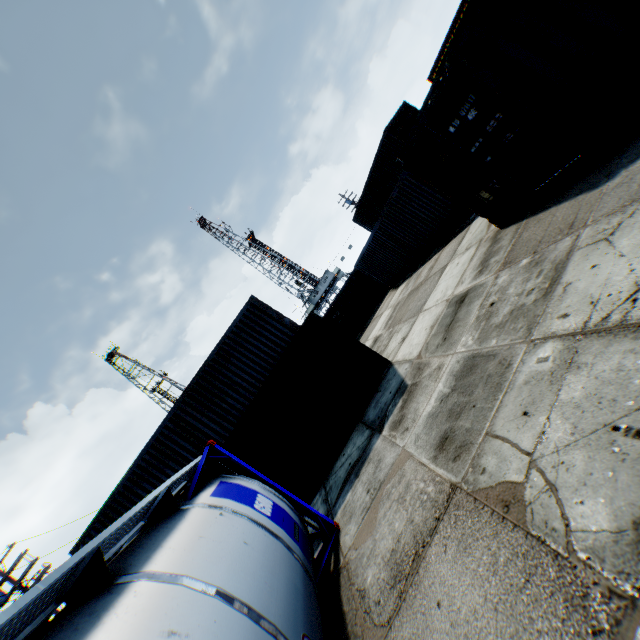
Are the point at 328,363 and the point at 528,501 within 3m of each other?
no

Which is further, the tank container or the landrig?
the landrig

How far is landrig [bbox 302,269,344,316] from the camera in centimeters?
5716cm

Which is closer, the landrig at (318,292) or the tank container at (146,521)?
the tank container at (146,521)

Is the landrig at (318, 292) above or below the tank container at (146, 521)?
above

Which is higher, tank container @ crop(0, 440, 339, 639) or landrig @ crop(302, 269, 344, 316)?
landrig @ crop(302, 269, 344, 316)
